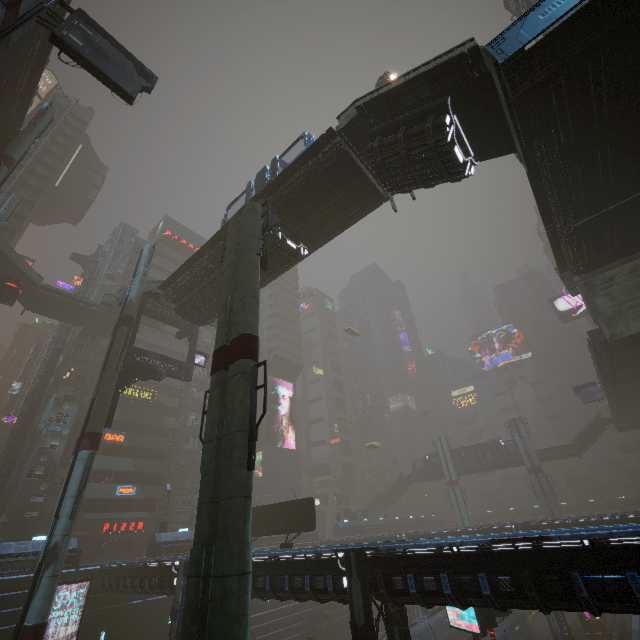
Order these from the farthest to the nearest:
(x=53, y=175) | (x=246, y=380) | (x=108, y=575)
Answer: (x=53, y=175), (x=108, y=575), (x=246, y=380)

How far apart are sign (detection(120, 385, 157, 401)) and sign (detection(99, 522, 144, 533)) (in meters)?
14.24

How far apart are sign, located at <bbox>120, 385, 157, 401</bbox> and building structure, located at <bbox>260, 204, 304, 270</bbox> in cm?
3648

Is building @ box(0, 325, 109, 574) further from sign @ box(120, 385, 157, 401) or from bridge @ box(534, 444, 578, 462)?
bridge @ box(534, 444, 578, 462)

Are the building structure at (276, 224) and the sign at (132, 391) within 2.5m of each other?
no

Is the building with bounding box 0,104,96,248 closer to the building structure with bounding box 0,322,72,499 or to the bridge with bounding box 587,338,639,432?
the building structure with bounding box 0,322,72,499

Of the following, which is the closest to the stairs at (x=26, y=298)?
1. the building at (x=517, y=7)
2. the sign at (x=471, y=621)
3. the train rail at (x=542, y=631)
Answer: the building at (x=517, y=7)

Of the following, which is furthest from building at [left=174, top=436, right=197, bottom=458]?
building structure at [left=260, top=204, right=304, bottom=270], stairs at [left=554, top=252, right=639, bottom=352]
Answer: building structure at [left=260, top=204, right=304, bottom=270]
